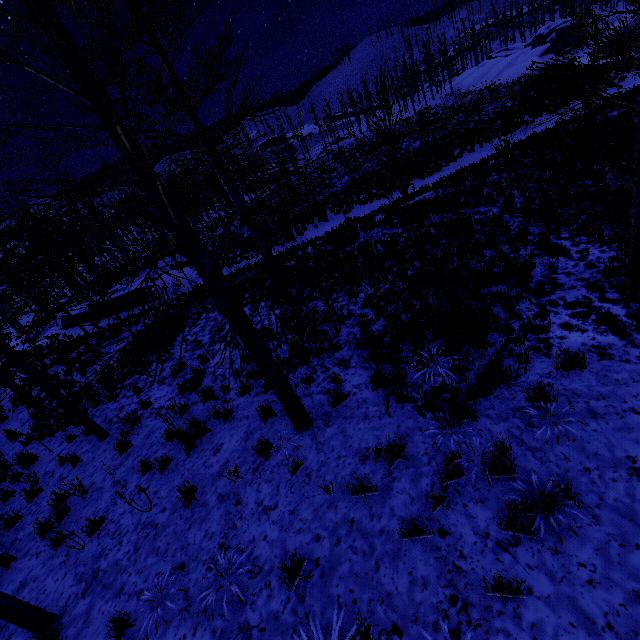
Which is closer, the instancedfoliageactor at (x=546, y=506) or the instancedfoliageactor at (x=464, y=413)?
the instancedfoliageactor at (x=546, y=506)

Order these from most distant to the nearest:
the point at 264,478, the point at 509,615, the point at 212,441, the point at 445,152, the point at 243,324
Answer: the point at 445,152 < the point at 212,441 < the point at 264,478 < the point at 243,324 < the point at 509,615

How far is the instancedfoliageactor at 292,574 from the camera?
3.5 meters

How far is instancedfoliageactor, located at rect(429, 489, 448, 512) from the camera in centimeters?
364cm

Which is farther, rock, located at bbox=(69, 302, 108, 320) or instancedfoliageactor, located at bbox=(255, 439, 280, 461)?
rock, located at bbox=(69, 302, 108, 320)

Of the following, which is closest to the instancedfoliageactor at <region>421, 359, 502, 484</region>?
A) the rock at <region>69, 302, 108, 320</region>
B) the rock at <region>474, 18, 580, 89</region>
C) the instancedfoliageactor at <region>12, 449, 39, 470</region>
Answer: the instancedfoliageactor at <region>12, 449, 39, 470</region>
